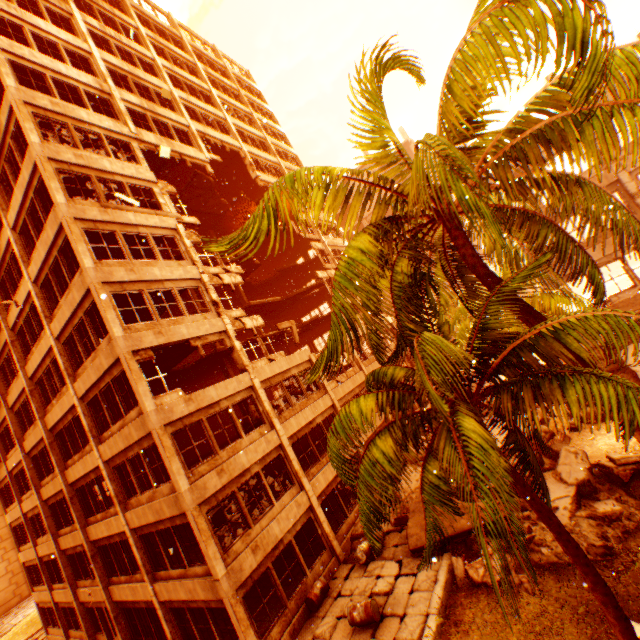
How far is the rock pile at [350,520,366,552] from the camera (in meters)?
14.84

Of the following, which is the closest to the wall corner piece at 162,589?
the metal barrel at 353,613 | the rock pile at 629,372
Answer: the rock pile at 629,372

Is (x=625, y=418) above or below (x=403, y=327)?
below

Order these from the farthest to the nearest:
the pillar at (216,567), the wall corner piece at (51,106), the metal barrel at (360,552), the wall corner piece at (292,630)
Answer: the wall corner piece at (51,106) < the metal barrel at (360,552) < the wall corner piece at (292,630) < the pillar at (216,567)

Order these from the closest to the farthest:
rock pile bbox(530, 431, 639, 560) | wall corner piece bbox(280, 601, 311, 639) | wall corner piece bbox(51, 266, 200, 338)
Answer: rock pile bbox(530, 431, 639, 560), wall corner piece bbox(280, 601, 311, 639), wall corner piece bbox(51, 266, 200, 338)

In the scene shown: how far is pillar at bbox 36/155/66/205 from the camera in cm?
1273

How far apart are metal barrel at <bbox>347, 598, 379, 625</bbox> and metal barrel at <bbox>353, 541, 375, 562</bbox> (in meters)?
2.44

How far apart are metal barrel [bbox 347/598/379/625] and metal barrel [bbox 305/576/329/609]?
2.06m
